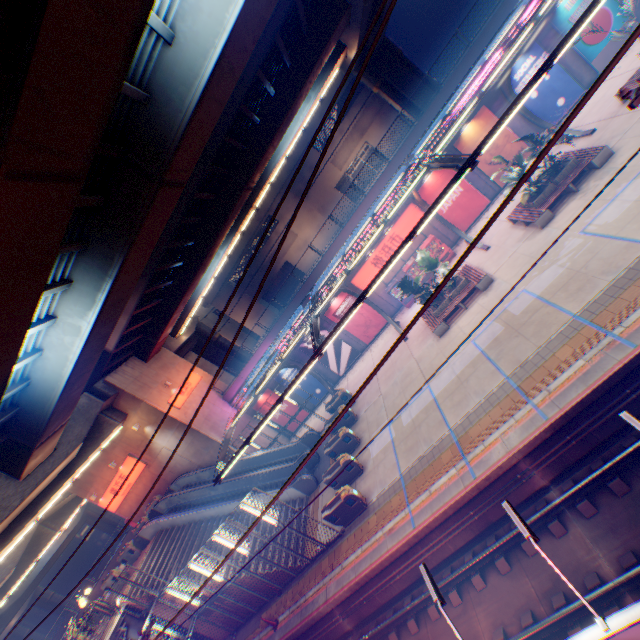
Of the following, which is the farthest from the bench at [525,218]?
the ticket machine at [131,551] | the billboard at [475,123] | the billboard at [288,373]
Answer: the ticket machine at [131,551]

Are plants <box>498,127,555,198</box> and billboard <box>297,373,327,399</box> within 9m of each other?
no

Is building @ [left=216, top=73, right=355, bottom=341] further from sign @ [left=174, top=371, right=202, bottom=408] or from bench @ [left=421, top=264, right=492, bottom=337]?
bench @ [left=421, top=264, right=492, bottom=337]

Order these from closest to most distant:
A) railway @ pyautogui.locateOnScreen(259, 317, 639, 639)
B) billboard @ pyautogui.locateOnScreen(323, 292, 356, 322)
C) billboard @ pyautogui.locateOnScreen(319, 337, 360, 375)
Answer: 1. railway @ pyautogui.locateOnScreen(259, 317, 639, 639)
2. billboard @ pyautogui.locateOnScreen(323, 292, 356, 322)
3. billboard @ pyautogui.locateOnScreen(319, 337, 360, 375)

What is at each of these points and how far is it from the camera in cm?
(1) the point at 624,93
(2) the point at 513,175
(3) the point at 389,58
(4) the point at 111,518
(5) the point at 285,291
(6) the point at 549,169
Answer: (1) electric pole, 452
(2) plants, 1573
(3) overpass support, 2605
(4) overpass support, 4828
(5) building, 4775
(6) plants, 1520

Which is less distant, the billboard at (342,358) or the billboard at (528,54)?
the billboard at (528,54)

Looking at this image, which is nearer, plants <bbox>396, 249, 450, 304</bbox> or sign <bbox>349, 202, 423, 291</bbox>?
plants <bbox>396, 249, 450, 304</bbox>

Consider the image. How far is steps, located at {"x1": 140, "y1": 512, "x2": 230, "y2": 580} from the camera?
18.55m
